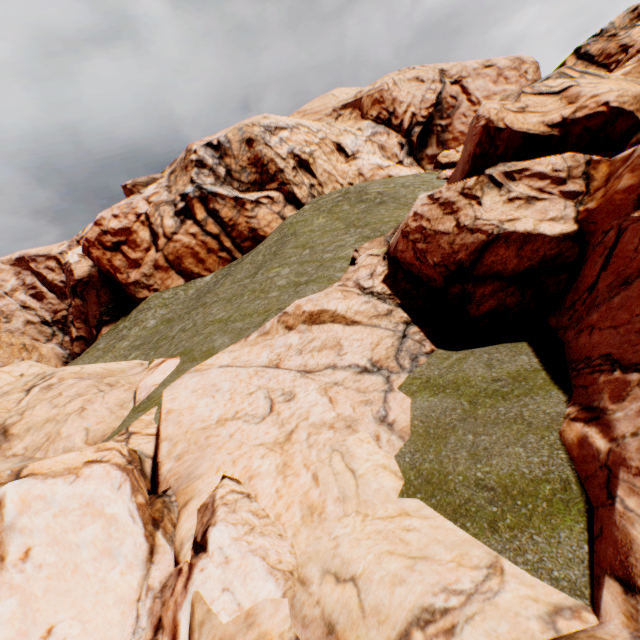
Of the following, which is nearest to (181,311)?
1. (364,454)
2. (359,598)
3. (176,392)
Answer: (176,392)
